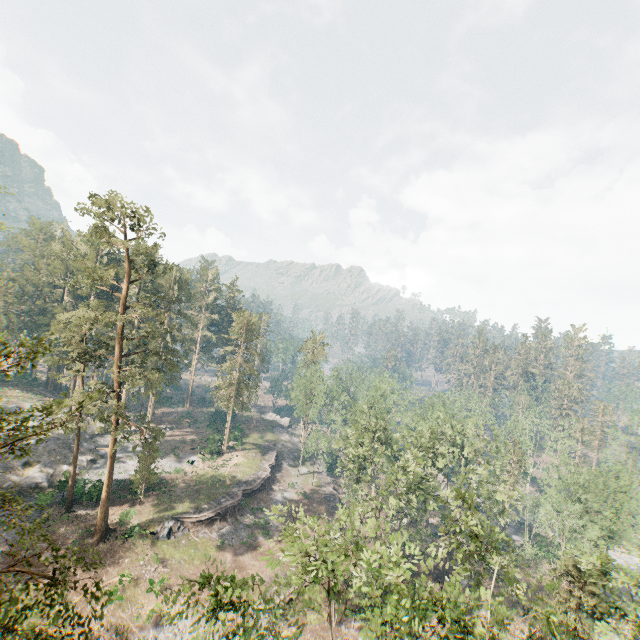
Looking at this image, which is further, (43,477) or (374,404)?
(374,404)

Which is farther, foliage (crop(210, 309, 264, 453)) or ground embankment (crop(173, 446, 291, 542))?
foliage (crop(210, 309, 264, 453))

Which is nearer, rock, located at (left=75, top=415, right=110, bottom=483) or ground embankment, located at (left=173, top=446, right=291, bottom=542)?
A: ground embankment, located at (left=173, top=446, right=291, bottom=542)

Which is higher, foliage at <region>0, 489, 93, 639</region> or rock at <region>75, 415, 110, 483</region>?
foliage at <region>0, 489, 93, 639</region>

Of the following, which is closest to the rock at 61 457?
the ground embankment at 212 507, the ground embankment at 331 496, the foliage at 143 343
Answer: the foliage at 143 343
